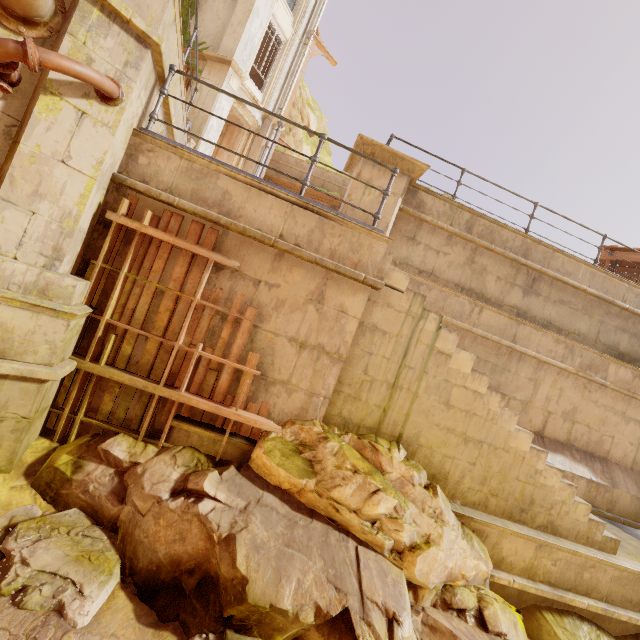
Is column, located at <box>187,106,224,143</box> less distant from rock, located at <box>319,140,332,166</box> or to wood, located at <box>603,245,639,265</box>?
rock, located at <box>319,140,332,166</box>

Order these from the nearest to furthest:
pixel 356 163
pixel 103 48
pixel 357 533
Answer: pixel 103 48
pixel 357 533
pixel 356 163

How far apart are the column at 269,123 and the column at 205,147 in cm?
161

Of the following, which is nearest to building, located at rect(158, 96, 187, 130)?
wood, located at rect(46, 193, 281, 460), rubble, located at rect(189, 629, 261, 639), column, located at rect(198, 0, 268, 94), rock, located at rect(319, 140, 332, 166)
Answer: wood, located at rect(46, 193, 281, 460)

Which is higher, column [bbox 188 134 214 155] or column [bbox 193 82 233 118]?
column [bbox 193 82 233 118]

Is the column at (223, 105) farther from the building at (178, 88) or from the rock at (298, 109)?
the rock at (298, 109)

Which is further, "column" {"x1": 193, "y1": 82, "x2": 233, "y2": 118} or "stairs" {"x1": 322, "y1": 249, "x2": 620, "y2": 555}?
"column" {"x1": 193, "y1": 82, "x2": 233, "y2": 118}

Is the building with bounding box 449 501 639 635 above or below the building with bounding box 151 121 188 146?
below
